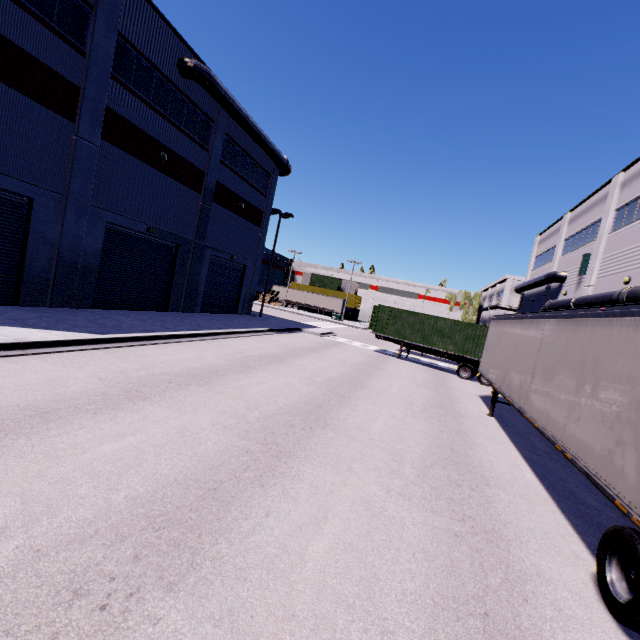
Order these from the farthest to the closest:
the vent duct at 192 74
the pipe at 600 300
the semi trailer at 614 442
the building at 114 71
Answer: the vent duct at 192 74
the pipe at 600 300
the building at 114 71
the semi trailer at 614 442

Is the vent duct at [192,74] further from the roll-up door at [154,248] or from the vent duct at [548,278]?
the vent duct at [548,278]

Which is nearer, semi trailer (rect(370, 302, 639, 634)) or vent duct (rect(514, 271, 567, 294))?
semi trailer (rect(370, 302, 639, 634))

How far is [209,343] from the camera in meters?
15.0

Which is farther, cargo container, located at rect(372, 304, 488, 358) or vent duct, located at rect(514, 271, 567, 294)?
vent duct, located at rect(514, 271, 567, 294)

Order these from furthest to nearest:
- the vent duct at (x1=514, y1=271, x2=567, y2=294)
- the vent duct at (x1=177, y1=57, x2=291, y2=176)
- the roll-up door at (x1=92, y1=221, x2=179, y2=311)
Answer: the vent duct at (x1=514, y1=271, x2=567, y2=294) < the vent duct at (x1=177, y1=57, x2=291, y2=176) < the roll-up door at (x1=92, y1=221, x2=179, y2=311)

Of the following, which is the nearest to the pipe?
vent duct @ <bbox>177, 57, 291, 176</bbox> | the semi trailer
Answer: the semi trailer

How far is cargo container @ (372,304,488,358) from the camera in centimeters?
2056cm
